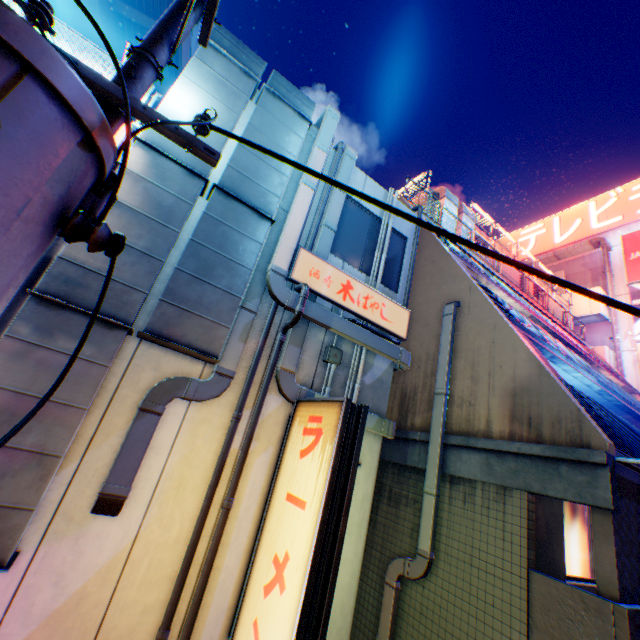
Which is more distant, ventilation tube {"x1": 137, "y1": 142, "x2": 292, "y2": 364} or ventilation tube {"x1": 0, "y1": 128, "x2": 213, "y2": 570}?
ventilation tube {"x1": 137, "y1": 142, "x2": 292, "y2": 364}

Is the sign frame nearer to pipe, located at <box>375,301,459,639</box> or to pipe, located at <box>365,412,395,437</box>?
pipe, located at <box>365,412,395,437</box>

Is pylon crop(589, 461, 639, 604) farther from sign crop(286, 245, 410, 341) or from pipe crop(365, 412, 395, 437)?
sign crop(286, 245, 410, 341)

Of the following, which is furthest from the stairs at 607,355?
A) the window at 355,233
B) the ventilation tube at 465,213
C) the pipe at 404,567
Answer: the window at 355,233

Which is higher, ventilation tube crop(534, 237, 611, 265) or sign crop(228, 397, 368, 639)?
ventilation tube crop(534, 237, 611, 265)

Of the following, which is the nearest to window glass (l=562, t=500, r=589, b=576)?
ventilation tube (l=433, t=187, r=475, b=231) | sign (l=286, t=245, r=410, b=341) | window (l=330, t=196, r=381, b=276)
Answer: sign (l=286, t=245, r=410, b=341)

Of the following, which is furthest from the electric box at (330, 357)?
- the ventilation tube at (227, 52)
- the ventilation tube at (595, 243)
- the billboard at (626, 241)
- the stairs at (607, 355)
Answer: the ventilation tube at (595, 243)

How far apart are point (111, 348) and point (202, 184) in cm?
271
